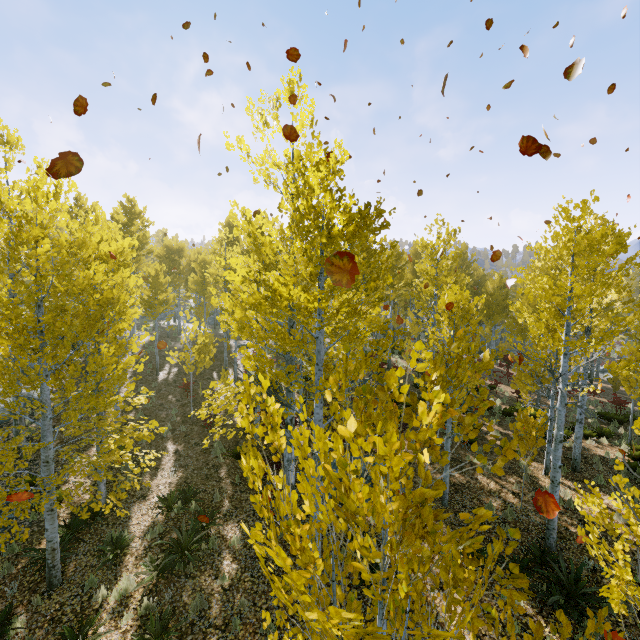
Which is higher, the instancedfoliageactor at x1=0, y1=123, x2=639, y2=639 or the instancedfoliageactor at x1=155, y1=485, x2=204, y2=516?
the instancedfoliageactor at x1=0, y1=123, x2=639, y2=639

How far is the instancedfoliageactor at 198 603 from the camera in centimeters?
689cm

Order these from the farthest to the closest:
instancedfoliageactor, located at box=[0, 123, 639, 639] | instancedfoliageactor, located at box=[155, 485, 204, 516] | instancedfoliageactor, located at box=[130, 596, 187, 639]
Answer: instancedfoliageactor, located at box=[155, 485, 204, 516], instancedfoliageactor, located at box=[130, 596, 187, 639], instancedfoliageactor, located at box=[0, 123, 639, 639]

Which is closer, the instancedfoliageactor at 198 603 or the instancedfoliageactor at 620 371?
the instancedfoliageactor at 620 371

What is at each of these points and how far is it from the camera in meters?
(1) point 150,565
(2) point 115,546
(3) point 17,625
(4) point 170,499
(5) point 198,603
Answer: (1) instancedfoliageactor, 7.7 m
(2) instancedfoliageactor, 8.5 m
(3) instancedfoliageactor, 6.6 m
(4) instancedfoliageactor, 9.8 m
(5) instancedfoliageactor, 7.0 m

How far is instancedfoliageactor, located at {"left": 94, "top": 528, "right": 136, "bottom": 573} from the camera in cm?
800
